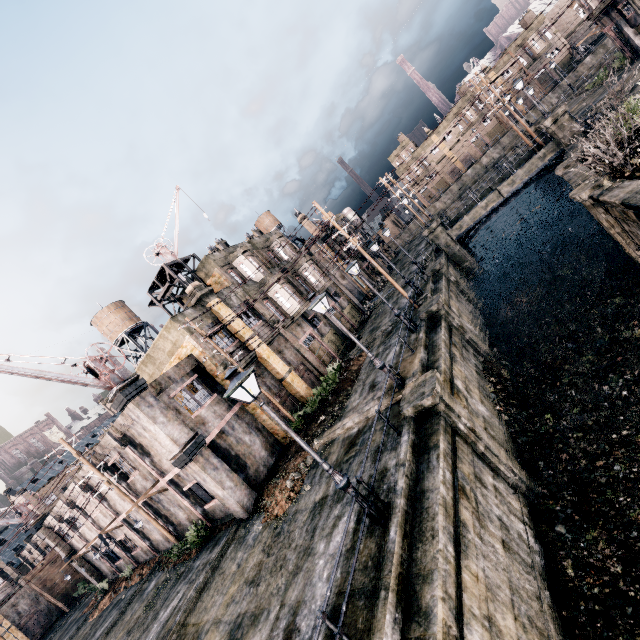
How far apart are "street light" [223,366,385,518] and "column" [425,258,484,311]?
21.1m

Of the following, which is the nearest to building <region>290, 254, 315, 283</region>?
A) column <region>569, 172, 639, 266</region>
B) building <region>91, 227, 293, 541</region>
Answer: building <region>91, 227, 293, 541</region>

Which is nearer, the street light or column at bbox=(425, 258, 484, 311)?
the street light

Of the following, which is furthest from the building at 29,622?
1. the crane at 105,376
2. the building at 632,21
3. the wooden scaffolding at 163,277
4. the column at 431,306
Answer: the building at 632,21

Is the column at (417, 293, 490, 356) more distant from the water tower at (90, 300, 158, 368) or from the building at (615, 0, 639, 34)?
the water tower at (90, 300, 158, 368)

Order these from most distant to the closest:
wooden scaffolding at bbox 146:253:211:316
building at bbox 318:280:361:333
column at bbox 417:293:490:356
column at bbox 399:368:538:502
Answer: building at bbox 318:280:361:333 < wooden scaffolding at bbox 146:253:211:316 < column at bbox 417:293:490:356 < column at bbox 399:368:538:502

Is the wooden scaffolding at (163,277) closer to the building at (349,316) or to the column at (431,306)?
the building at (349,316)

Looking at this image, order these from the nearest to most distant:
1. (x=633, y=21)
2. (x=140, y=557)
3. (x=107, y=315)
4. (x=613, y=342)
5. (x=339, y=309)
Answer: (x=613, y=342)
(x=140, y=557)
(x=633, y=21)
(x=339, y=309)
(x=107, y=315)
